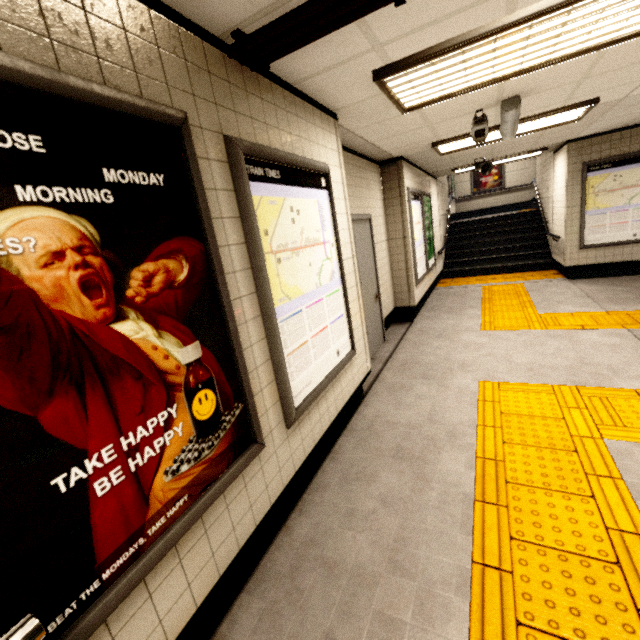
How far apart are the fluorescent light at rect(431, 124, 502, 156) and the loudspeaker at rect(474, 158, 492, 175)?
1.7m

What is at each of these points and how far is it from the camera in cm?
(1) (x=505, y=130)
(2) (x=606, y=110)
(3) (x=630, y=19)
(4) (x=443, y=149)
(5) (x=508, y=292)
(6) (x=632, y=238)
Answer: (1) window, 364
(2) storm drain, 472
(3) fluorescent light, 216
(4) fluorescent light, 532
(5) groundtactileadastrip, 729
(6) sign, 669

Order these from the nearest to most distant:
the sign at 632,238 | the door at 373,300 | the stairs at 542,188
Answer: the door at 373,300 < the sign at 632,238 < the stairs at 542,188

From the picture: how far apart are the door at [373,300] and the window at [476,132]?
1.6m

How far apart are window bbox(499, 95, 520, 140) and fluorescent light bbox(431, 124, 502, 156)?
0.9 meters

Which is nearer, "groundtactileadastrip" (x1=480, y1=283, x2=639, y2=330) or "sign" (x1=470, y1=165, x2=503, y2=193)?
"groundtactileadastrip" (x1=480, y1=283, x2=639, y2=330)

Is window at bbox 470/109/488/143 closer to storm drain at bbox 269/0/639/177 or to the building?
storm drain at bbox 269/0/639/177

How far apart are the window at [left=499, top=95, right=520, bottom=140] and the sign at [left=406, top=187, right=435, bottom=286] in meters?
2.0 m
